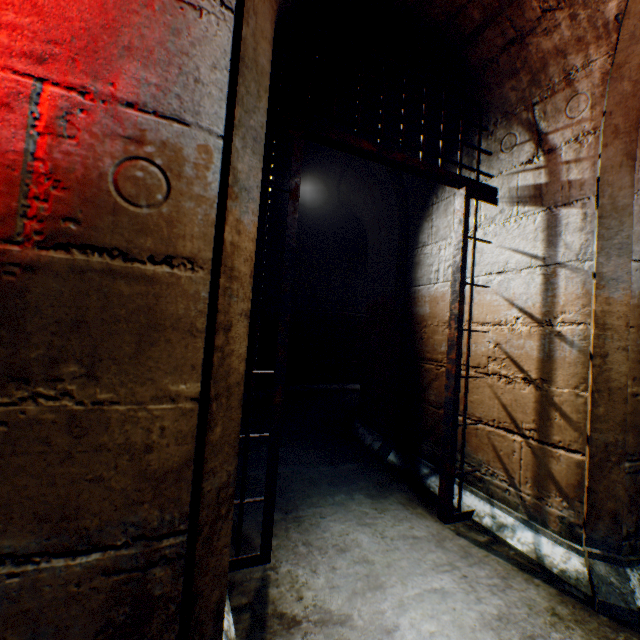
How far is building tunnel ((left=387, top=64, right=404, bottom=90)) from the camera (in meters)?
2.29

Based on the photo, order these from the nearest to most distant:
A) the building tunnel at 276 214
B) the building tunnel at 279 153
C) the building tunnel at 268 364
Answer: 1. the building tunnel at 279 153
2. the building tunnel at 276 214
3. the building tunnel at 268 364

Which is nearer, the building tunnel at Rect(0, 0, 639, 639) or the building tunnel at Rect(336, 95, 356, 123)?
the building tunnel at Rect(0, 0, 639, 639)

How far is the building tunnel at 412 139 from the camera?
2.6 meters

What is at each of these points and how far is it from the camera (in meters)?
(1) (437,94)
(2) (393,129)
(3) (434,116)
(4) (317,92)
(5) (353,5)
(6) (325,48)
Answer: (1) building tunnel, 2.30
(2) building tunnel, 2.74
(3) building tunnel, 2.43
(4) building tunnel, 2.58
(5) building tunnel, 1.86
(6) building tunnel, 2.13
